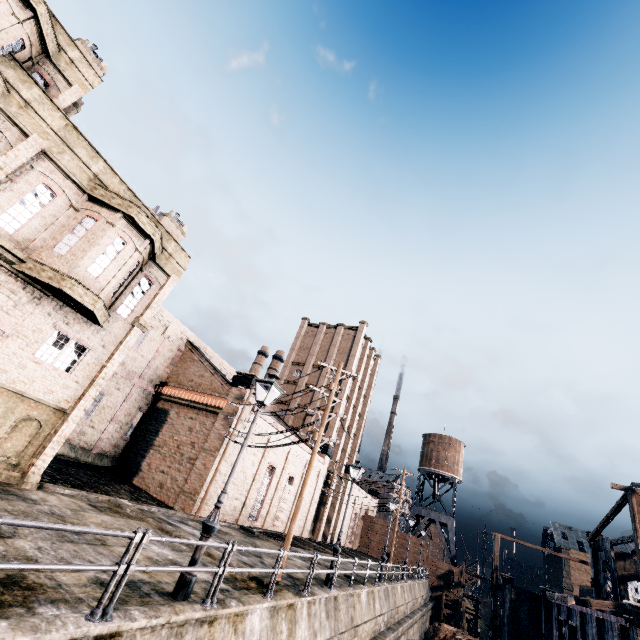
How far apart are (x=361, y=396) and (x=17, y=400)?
43.6 meters

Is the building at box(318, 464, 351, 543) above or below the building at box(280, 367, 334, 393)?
below

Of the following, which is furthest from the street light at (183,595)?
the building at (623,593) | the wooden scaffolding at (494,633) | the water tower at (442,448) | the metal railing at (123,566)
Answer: the water tower at (442,448)

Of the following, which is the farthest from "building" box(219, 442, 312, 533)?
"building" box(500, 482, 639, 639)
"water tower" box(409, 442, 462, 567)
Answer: "building" box(500, 482, 639, 639)

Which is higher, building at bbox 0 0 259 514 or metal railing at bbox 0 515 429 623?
building at bbox 0 0 259 514

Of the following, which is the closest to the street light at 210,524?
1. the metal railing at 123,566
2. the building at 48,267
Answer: the metal railing at 123,566

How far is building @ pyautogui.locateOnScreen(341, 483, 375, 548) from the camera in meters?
48.1 m

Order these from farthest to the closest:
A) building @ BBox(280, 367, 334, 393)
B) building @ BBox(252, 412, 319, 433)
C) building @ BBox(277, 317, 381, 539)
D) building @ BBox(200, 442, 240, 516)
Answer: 1. building @ BBox(280, 367, 334, 393)
2. building @ BBox(277, 317, 381, 539)
3. building @ BBox(252, 412, 319, 433)
4. building @ BBox(200, 442, 240, 516)
